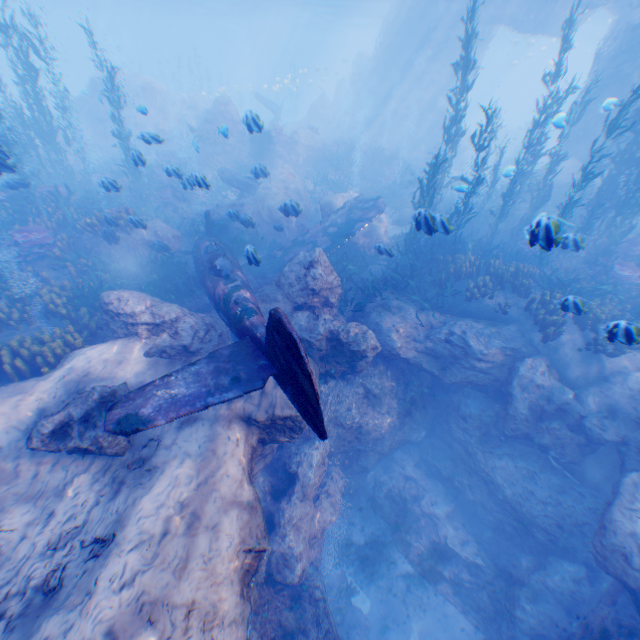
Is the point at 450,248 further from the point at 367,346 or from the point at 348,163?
the point at 348,163

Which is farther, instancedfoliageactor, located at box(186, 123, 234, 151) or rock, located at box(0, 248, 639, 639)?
instancedfoliageactor, located at box(186, 123, 234, 151)

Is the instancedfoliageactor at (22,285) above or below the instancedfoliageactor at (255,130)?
below

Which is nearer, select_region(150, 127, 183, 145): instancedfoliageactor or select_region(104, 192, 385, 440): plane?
select_region(104, 192, 385, 440): plane

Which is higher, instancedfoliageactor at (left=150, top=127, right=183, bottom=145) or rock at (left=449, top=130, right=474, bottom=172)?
instancedfoliageactor at (left=150, top=127, right=183, bottom=145)

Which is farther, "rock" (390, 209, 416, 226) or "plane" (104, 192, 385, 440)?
"rock" (390, 209, 416, 226)

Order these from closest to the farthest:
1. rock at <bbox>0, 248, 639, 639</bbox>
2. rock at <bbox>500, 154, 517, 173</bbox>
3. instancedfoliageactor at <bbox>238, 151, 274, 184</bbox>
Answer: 1. rock at <bbox>0, 248, 639, 639</bbox>
2. rock at <bbox>500, 154, 517, 173</bbox>
3. instancedfoliageactor at <bbox>238, 151, 274, 184</bbox>

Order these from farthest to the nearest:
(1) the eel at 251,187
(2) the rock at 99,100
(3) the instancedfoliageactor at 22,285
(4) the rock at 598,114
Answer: (2) the rock at 99,100 → (1) the eel at 251,187 → (4) the rock at 598,114 → (3) the instancedfoliageactor at 22,285
